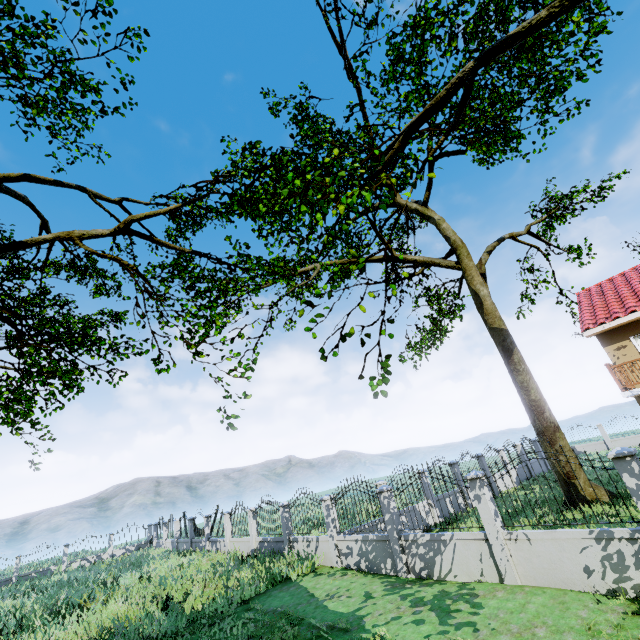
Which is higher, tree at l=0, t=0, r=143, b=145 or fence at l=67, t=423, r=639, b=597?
tree at l=0, t=0, r=143, b=145

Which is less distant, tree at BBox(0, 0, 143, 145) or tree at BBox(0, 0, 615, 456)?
tree at BBox(0, 0, 615, 456)

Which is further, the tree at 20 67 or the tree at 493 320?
the tree at 20 67

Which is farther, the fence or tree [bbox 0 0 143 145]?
tree [bbox 0 0 143 145]

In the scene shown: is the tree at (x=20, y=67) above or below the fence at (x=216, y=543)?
above

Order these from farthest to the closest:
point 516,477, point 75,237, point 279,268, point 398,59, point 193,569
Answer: point 516,477, point 193,569, point 279,268, point 398,59, point 75,237

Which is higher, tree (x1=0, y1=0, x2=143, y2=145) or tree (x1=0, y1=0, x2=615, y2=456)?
tree (x1=0, y1=0, x2=143, y2=145)
